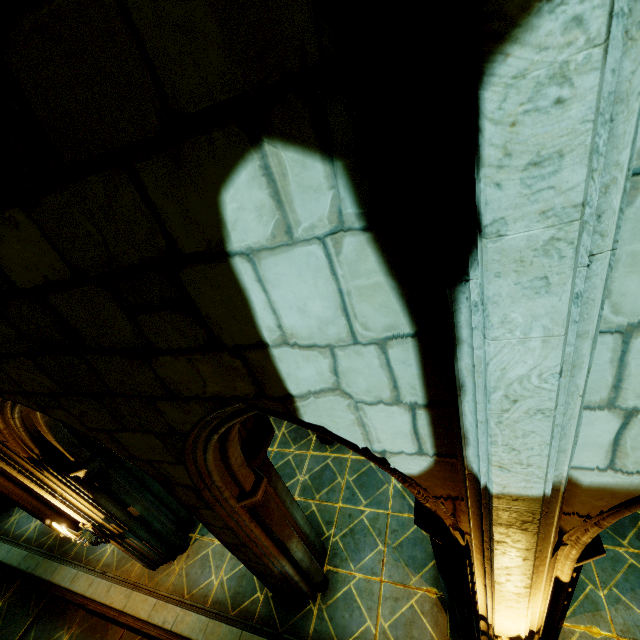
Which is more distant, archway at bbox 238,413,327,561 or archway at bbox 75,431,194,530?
archway at bbox 75,431,194,530

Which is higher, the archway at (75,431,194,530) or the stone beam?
the archway at (75,431,194,530)

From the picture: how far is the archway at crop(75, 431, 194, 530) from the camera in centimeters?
482cm

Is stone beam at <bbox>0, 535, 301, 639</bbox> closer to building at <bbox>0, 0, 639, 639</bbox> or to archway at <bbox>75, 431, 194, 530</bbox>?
building at <bbox>0, 0, 639, 639</bbox>

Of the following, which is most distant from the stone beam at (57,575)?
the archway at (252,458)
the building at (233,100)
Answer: the archway at (252,458)

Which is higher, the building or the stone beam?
the building

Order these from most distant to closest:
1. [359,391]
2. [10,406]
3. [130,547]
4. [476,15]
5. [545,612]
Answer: [130,547] → [10,406] → [545,612] → [359,391] → [476,15]

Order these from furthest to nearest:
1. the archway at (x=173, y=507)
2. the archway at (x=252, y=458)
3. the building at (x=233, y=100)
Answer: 1. the archway at (x=173, y=507)
2. the archway at (x=252, y=458)
3. the building at (x=233, y=100)
